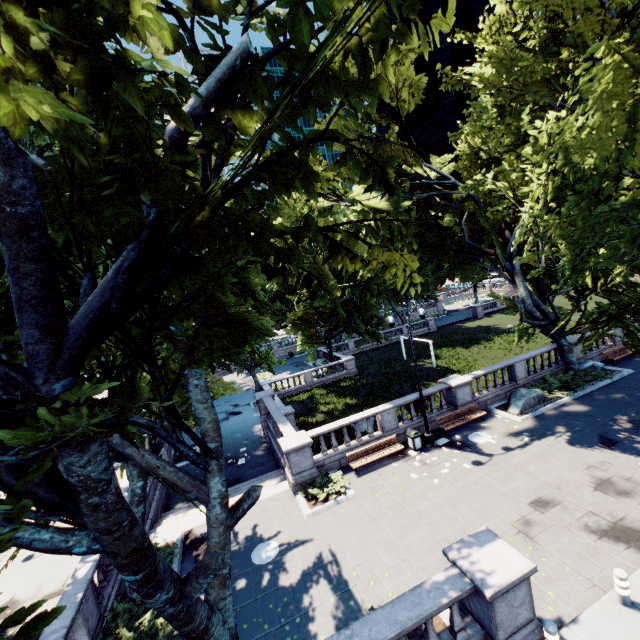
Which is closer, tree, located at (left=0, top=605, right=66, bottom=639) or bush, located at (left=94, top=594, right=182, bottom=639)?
tree, located at (left=0, top=605, right=66, bottom=639)

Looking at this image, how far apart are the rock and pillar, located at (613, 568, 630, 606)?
10.6 meters

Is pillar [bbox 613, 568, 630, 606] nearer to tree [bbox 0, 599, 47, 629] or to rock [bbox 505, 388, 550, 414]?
tree [bbox 0, 599, 47, 629]

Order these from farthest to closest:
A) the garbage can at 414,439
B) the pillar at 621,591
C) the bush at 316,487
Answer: the garbage can at 414,439 → the bush at 316,487 → the pillar at 621,591

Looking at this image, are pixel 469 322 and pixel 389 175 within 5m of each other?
no

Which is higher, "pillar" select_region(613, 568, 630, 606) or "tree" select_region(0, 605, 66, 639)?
"tree" select_region(0, 605, 66, 639)

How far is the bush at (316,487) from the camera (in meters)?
14.40
